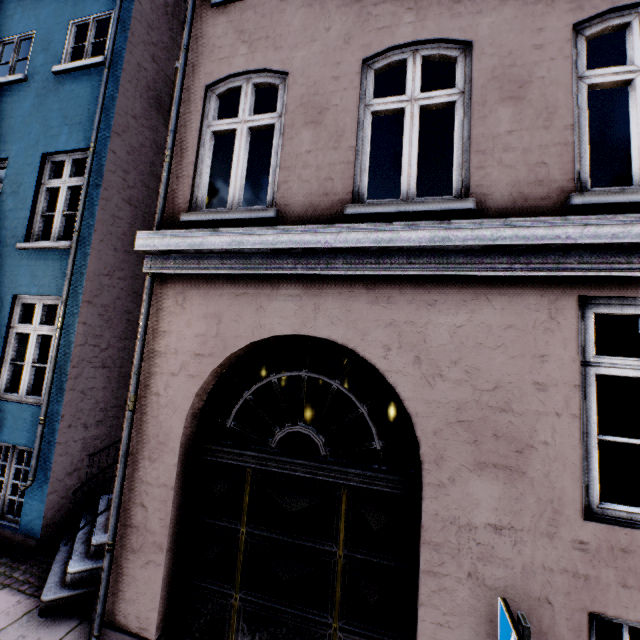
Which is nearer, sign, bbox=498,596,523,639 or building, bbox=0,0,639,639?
sign, bbox=498,596,523,639

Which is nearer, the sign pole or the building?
the sign pole

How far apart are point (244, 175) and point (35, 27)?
6.9m

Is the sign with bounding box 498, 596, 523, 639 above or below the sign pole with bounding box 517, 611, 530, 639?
below

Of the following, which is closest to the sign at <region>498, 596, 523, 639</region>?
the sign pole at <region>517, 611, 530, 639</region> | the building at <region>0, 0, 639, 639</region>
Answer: the sign pole at <region>517, 611, 530, 639</region>

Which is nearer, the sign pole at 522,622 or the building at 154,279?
the sign pole at 522,622

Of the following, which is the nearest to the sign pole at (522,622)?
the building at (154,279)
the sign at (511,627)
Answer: the sign at (511,627)

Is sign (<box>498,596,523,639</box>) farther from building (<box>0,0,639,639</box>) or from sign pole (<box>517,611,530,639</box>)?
building (<box>0,0,639,639</box>)
